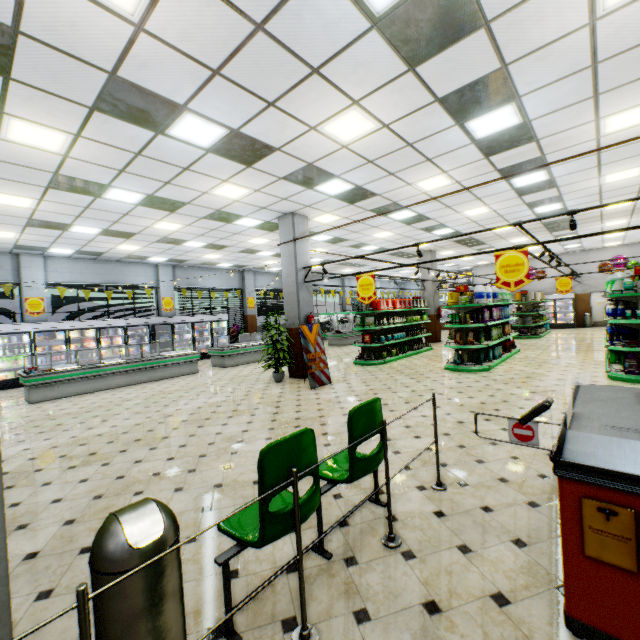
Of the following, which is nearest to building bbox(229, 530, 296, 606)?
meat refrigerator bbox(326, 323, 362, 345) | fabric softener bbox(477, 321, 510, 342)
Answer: meat refrigerator bbox(326, 323, 362, 345)

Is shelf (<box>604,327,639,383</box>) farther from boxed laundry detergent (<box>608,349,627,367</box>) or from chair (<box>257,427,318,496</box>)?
chair (<box>257,427,318,496</box>)

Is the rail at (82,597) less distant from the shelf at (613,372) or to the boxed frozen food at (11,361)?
the shelf at (613,372)

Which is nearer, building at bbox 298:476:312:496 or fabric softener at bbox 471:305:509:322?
building at bbox 298:476:312:496

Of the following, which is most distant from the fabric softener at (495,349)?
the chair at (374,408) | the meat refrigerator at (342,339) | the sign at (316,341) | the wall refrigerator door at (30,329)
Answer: the wall refrigerator door at (30,329)

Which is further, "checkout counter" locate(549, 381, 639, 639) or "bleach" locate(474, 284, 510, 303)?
Answer: "bleach" locate(474, 284, 510, 303)

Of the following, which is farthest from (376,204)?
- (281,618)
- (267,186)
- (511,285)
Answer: (281,618)

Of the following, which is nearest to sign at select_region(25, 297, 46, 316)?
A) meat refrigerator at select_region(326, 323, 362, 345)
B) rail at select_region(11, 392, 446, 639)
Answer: meat refrigerator at select_region(326, 323, 362, 345)
